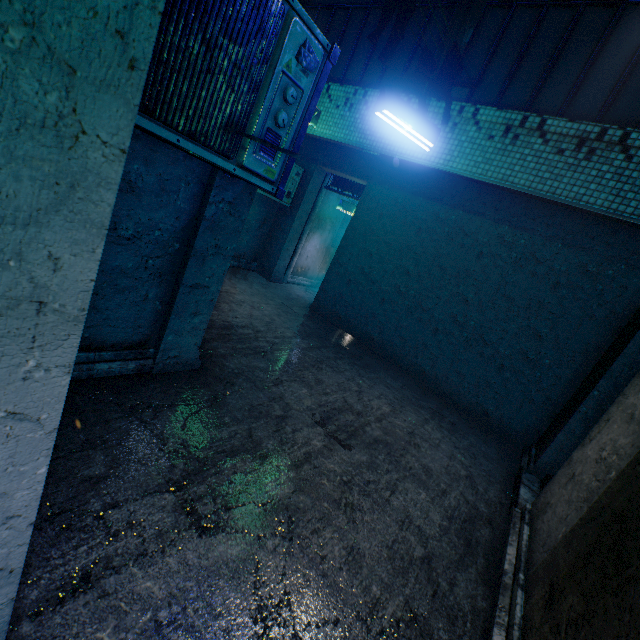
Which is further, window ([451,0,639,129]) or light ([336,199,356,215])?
light ([336,199,356,215])

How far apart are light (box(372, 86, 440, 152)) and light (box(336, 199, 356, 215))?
4.1m

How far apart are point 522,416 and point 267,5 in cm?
579

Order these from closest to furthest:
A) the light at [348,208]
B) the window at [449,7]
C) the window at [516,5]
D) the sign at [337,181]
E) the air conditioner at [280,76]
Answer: the air conditioner at [280,76], the window at [516,5], the window at [449,7], the sign at [337,181], the light at [348,208]

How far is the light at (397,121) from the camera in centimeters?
382cm

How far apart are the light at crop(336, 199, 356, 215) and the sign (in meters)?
0.83

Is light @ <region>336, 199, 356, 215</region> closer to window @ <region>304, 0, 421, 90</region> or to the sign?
the sign

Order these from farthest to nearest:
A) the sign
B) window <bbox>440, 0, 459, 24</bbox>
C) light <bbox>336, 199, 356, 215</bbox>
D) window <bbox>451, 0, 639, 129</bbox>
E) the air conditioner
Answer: light <bbox>336, 199, 356, 215</bbox>, the sign, window <bbox>440, 0, 459, 24</bbox>, window <bbox>451, 0, 639, 129</bbox>, the air conditioner
